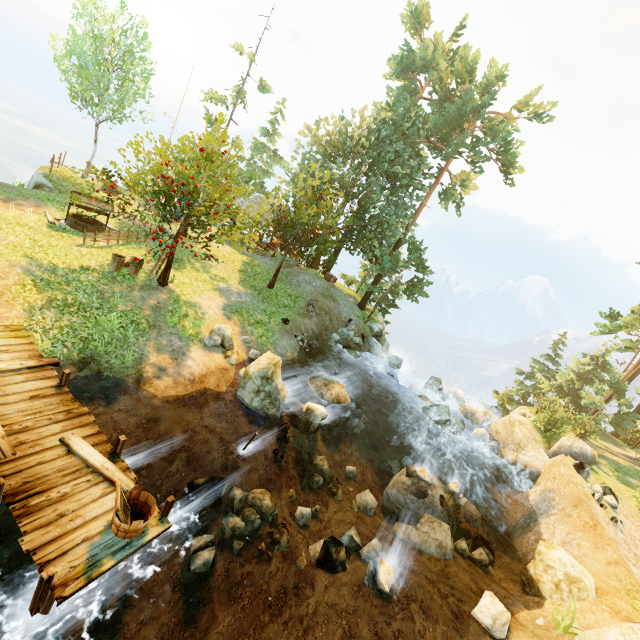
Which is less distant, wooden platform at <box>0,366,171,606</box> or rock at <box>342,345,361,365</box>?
wooden platform at <box>0,366,171,606</box>

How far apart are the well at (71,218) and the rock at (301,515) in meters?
15.7

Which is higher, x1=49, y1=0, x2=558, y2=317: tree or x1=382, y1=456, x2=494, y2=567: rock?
x1=49, y1=0, x2=558, y2=317: tree

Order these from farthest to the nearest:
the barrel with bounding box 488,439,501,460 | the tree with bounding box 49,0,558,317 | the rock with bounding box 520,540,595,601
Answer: the barrel with bounding box 488,439,501,460, the tree with bounding box 49,0,558,317, the rock with bounding box 520,540,595,601

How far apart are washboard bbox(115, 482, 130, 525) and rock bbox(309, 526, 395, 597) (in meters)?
5.14

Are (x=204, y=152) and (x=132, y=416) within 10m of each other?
no

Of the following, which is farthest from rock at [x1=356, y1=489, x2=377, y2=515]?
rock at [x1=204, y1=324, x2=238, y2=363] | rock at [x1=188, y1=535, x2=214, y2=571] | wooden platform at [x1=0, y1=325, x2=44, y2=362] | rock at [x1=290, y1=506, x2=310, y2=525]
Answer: wooden platform at [x1=0, y1=325, x2=44, y2=362]

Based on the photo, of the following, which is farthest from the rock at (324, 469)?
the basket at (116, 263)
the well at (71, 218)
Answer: the well at (71, 218)
